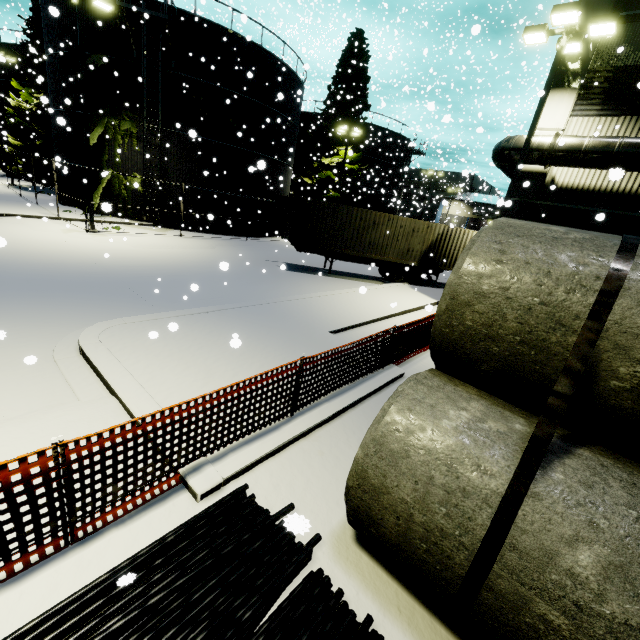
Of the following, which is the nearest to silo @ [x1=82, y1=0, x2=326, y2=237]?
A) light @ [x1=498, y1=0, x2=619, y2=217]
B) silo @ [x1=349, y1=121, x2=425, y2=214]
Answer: light @ [x1=498, y1=0, x2=619, y2=217]

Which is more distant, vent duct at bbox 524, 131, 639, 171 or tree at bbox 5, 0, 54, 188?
tree at bbox 5, 0, 54, 188

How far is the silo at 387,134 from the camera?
34.0 meters

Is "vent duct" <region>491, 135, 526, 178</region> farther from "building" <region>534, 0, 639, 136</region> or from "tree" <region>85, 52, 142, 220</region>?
"tree" <region>85, 52, 142, 220</region>

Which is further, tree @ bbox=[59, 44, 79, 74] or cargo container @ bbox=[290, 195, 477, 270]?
tree @ bbox=[59, 44, 79, 74]

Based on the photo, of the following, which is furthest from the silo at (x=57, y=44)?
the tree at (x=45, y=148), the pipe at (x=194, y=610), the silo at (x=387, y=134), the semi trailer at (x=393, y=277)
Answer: the silo at (x=387, y=134)

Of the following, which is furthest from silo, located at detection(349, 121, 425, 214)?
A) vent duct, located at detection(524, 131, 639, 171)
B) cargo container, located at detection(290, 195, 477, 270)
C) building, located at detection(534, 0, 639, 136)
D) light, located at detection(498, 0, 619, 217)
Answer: light, located at detection(498, 0, 619, 217)

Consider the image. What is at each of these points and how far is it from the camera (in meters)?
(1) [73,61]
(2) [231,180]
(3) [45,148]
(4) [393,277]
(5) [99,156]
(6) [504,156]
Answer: (1) tree, 19.17
(2) silo, 22.72
(3) tree, 28.14
(4) semi trailer, 17.84
(5) tree, 20.33
(6) vent duct, 12.23
